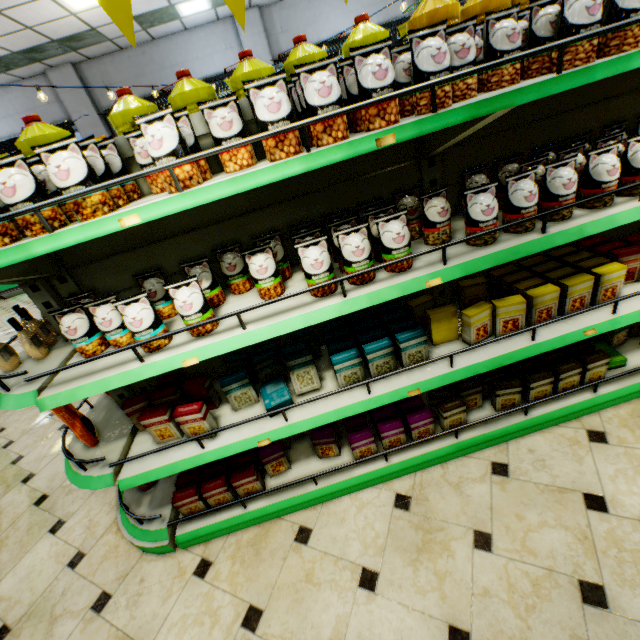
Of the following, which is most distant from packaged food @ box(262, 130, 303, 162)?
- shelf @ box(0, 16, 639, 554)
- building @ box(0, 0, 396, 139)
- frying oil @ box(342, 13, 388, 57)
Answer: building @ box(0, 0, 396, 139)

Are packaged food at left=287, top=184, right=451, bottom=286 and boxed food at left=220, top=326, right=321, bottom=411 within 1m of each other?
yes

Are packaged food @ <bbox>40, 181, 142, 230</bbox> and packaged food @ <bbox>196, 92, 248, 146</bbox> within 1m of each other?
yes

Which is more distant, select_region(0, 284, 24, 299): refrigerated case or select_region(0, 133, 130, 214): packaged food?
select_region(0, 284, 24, 299): refrigerated case

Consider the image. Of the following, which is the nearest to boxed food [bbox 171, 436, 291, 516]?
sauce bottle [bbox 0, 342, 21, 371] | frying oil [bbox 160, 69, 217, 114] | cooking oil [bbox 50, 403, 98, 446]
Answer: cooking oil [bbox 50, 403, 98, 446]

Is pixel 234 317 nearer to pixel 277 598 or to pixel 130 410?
pixel 130 410

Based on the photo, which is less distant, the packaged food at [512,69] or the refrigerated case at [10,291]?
the packaged food at [512,69]

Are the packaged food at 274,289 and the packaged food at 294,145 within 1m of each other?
yes
